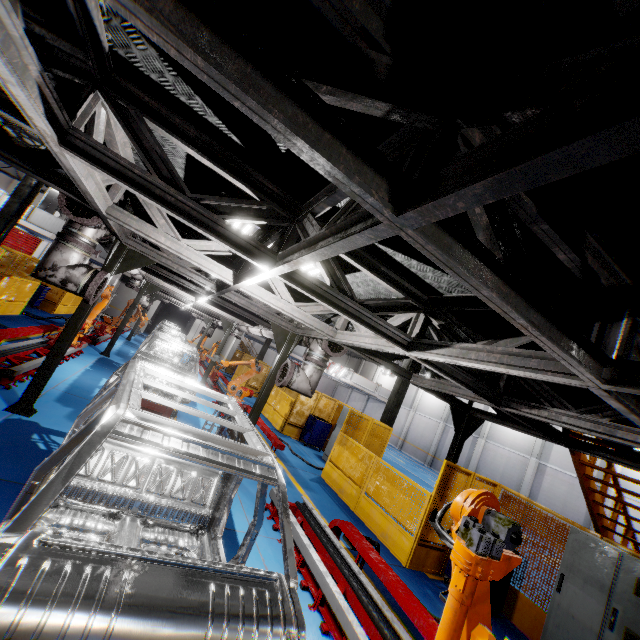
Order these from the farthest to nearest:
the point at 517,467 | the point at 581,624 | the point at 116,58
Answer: the point at 517,467 < the point at 581,624 < the point at 116,58

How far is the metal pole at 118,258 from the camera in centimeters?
593cm

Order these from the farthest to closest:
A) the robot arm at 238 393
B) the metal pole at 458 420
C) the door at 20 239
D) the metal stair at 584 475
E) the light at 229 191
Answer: the door at 20 239 < the robot arm at 238 393 < the metal pole at 458 420 < the metal stair at 584 475 < the light at 229 191

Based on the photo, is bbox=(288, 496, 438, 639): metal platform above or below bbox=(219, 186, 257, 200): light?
below

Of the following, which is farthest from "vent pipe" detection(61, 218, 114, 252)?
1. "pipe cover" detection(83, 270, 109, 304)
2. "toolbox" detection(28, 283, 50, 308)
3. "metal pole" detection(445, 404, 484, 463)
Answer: "metal pole" detection(445, 404, 484, 463)

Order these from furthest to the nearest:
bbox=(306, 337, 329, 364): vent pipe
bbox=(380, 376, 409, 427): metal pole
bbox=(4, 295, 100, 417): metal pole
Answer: bbox=(380, 376, 409, 427): metal pole < bbox=(306, 337, 329, 364): vent pipe < bbox=(4, 295, 100, 417): metal pole

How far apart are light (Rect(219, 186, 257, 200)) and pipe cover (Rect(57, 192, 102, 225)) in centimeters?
146cm

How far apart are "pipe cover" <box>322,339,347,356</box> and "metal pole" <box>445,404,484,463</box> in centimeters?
284cm
